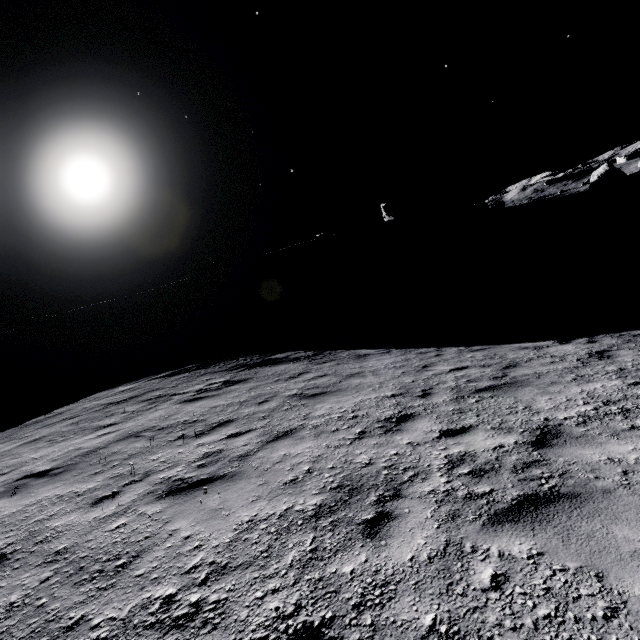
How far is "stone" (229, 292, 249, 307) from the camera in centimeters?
5638cm

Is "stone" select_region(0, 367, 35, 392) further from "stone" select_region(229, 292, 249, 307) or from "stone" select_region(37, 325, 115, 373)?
"stone" select_region(229, 292, 249, 307)

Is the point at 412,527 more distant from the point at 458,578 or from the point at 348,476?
the point at 348,476

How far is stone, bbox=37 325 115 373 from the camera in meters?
41.8 m

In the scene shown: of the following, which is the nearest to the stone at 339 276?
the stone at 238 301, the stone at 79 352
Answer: the stone at 238 301

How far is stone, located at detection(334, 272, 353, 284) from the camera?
57.53m
